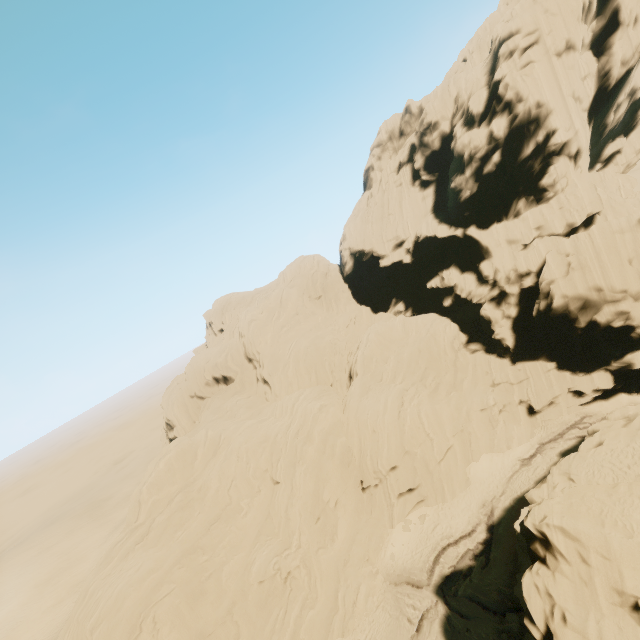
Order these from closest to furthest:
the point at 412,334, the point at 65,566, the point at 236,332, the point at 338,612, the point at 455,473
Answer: the point at 338,612
the point at 455,473
the point at 412,334
the point at 65,566
the point at 236,332

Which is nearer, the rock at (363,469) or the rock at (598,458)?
the rock at (598,458)

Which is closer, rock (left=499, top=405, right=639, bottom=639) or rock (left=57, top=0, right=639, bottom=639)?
rock (left=499, top=405, right=639, bottom=639)
